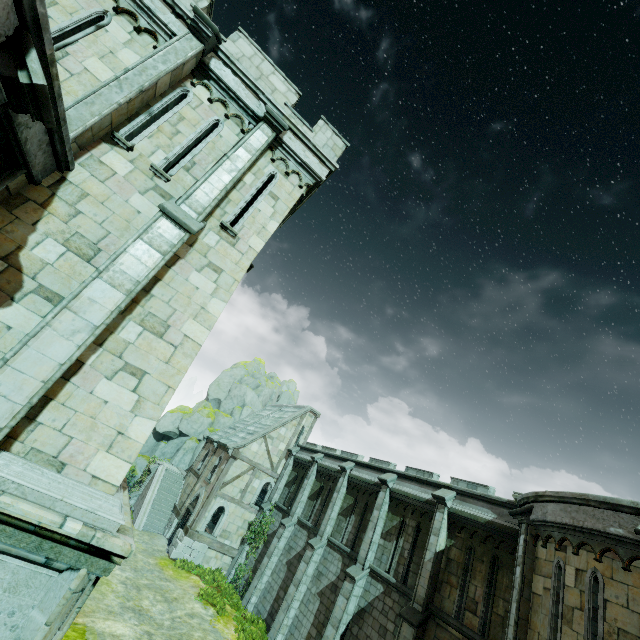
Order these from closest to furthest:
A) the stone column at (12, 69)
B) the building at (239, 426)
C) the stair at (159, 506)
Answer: the stone column at (12, 69)
the building at (239, 426)
the stair at (159, 506)

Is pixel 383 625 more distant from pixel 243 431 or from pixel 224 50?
pixel 224 50

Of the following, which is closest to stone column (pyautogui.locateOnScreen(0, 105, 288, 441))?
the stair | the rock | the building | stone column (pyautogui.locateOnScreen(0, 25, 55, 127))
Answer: stone column (pyautogui.locateOnScreen(0, 25, 55, 127))

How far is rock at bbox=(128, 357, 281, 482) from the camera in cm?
3559

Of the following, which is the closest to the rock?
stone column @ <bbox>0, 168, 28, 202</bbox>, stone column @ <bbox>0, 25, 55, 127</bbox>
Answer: stone column @ <bbox>0, 168, 28, 202</bbox>

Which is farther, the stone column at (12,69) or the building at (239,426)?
the building at (239,426)

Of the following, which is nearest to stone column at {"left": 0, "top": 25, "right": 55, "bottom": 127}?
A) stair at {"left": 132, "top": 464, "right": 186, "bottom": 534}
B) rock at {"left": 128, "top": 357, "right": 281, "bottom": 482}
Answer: stair at {"left": 132, "top": 464, "right": 186, "bottom": 534}

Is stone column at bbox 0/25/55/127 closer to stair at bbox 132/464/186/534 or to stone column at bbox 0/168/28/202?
stone column at bbox 0/168/28/202
